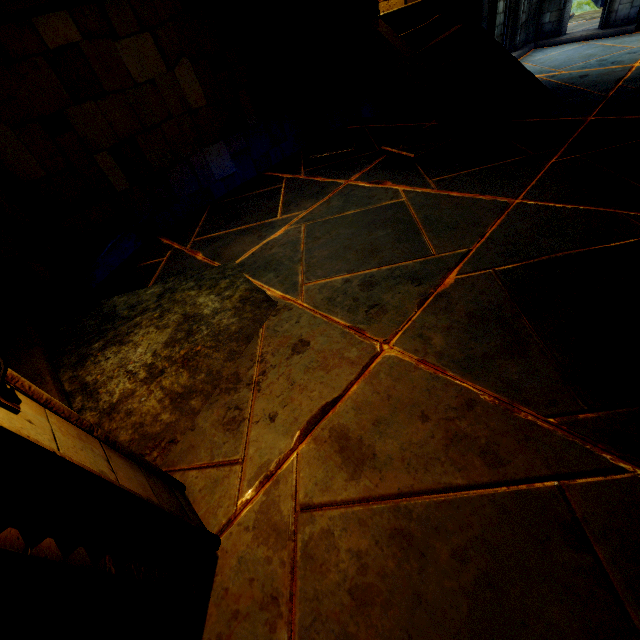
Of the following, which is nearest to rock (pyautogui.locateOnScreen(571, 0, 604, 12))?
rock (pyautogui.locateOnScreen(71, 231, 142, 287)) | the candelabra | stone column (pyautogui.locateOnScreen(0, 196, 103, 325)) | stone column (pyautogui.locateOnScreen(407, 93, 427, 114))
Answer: stone column (pyautogui.locateOnScreen(407, 93, 427, 114))

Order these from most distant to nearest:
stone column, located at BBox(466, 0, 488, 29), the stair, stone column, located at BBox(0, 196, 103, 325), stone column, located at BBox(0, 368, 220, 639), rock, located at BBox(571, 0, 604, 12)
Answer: rock, located at BBox(571, 0, 604, 12), stone column, located at BBox(466, 0, 488, 29), the stair, stone column, located at BBox(0, 196, 103, 325), stone column, located at BBox(0, 368, 220, 639)

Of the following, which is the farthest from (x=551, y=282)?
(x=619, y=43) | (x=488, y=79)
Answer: (x=619, y=43)

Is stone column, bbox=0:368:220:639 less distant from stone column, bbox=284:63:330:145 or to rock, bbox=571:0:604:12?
stone column, bbox=284:63:330:145

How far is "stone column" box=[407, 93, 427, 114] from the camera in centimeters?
728cm

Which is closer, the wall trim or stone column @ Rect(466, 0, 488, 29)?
the wall trim

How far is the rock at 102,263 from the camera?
5.25m

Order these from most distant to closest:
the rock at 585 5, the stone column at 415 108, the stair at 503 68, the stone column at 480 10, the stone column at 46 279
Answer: the rock at 585 5 < the stone column at 415 108 < the stone column at 480 10 < the stair at 503 68 < the stone column at 46 279
